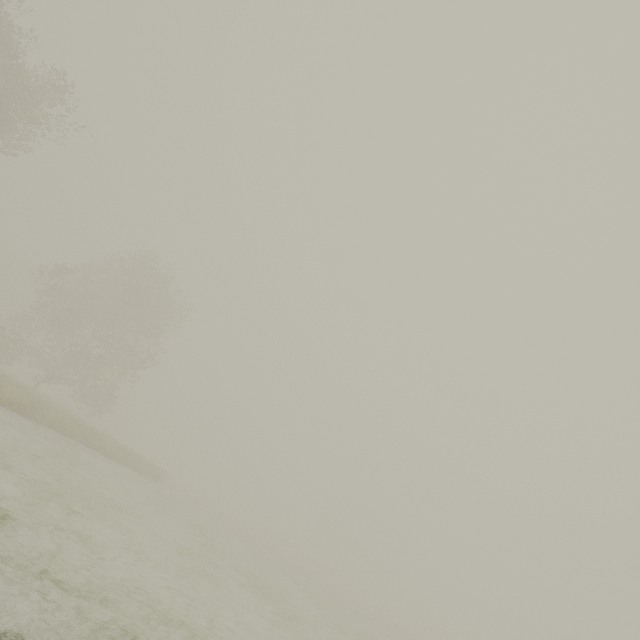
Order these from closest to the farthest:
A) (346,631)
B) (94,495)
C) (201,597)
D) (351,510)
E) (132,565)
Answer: (132,565), (201,597), (94,495), (346,631), (351,510)
